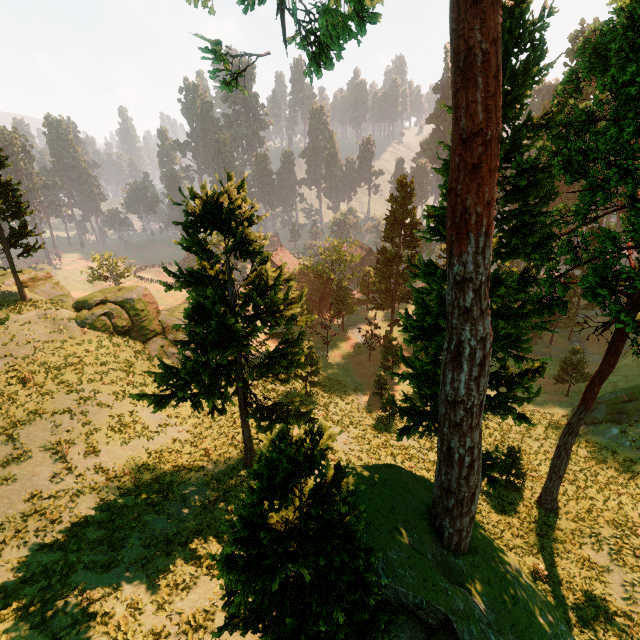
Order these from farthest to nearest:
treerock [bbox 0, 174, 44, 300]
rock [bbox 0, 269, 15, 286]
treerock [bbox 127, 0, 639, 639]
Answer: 1. rock [bbox 0, 269, 15, 286]
2. treerock [bbox 0, 174, 44, 300]
3. treerock [bbox 127, 0, 639, 639]

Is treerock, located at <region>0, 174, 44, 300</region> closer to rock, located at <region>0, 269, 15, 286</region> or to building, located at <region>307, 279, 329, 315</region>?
building, located at <region>307, 279, 329, 315</region>

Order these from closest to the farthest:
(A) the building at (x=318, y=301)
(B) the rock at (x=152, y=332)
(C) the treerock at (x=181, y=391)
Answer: (C) the treerock at (x=181, y=391), (B) the rock at (x=152, y=332), (A) the building at (x=318, y=301)

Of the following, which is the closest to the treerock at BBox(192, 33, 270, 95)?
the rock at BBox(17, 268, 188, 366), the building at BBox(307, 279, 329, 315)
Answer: the building at BBox(307, 279, 329, 315)

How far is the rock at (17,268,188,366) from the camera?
27.2m

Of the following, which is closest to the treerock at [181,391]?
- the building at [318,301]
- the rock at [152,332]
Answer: the building at [318,301]

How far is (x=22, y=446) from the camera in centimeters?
1720cm
